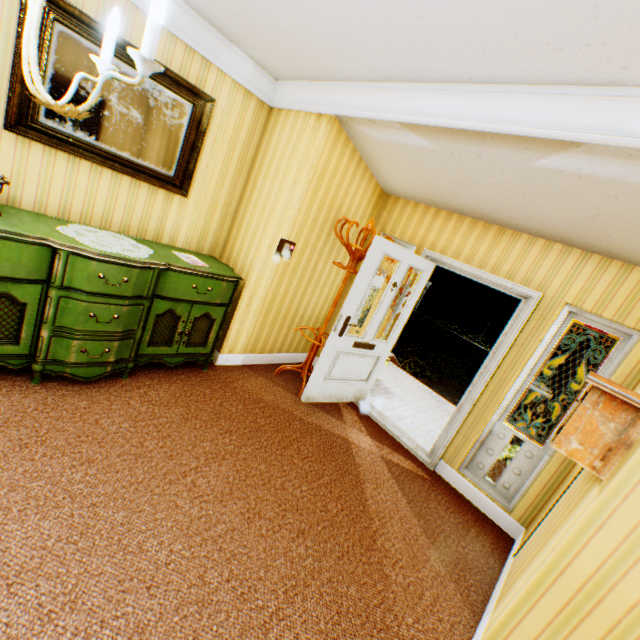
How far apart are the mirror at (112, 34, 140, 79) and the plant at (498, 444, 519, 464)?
4.53m

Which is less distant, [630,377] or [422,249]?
[630,377]

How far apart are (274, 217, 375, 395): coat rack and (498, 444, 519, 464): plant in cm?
214

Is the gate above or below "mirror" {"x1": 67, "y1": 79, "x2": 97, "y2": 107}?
below

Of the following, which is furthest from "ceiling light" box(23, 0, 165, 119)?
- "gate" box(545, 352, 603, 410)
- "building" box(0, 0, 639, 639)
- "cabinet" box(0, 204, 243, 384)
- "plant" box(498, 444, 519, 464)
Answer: "gate" box(545, 352, 603, 410)

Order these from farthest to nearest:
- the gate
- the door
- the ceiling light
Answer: the gate < the door < the ceiling light

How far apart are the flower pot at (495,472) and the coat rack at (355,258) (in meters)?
2.25

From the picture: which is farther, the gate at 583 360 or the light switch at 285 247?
the gate at 583 360
